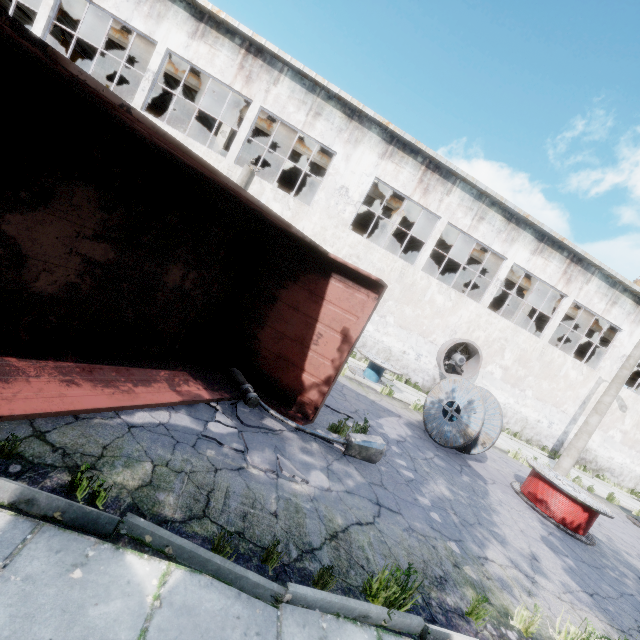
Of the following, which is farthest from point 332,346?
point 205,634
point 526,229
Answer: point 526,229

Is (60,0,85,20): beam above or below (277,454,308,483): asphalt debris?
above

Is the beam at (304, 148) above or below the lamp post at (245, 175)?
above

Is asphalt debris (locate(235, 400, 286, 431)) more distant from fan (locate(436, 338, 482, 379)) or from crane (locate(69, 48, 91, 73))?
crane (locate(69, 48, 91, 73))

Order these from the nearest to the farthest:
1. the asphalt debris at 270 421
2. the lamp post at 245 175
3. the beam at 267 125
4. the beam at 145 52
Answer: the asphalt debris at 270 421
the lamp post at 245 175
the beam at 145 52
the beam at 267 125

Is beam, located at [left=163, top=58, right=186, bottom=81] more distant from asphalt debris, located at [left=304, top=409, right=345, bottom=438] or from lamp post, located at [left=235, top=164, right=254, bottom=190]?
asphalt debris, located at [left=304, top=409, right=345, bottom=438]

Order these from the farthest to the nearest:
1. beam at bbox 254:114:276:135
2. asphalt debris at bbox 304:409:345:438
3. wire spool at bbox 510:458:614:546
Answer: beam at bbox 254:114:276:135 → wire spool at bbox 510:458:614:546 → asphalt debris at bbox 304:409:345:438

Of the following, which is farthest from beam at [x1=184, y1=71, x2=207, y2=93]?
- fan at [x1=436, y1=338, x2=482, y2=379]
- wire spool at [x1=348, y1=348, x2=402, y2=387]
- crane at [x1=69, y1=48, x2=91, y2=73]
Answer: wire spool at [x1=348, y1=348, x2=402, y2=387]
